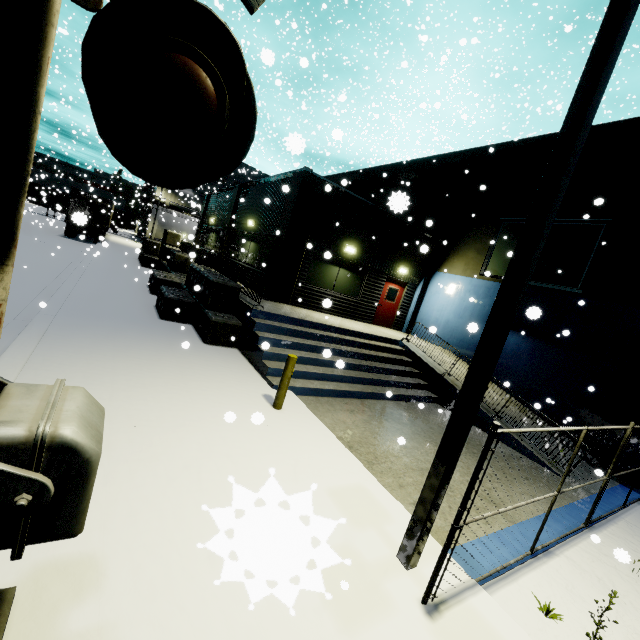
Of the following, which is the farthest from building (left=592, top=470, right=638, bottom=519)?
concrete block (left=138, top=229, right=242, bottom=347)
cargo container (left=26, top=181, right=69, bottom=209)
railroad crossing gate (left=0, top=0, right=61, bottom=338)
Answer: railroad crossing gate (left=0, top=0, right=61, bottom=338)

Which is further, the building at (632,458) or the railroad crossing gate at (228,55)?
the building at (632,458)

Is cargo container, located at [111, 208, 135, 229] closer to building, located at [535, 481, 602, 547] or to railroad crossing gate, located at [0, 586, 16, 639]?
building, located at [535, 481, 602, 547]

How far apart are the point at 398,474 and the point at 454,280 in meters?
11.9

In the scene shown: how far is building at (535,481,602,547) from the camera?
5.5m

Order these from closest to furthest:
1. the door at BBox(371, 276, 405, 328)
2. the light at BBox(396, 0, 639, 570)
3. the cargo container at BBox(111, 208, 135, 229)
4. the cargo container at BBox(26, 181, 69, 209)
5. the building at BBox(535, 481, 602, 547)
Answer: the light at BBox(396, 0, 639, 570) < the building at BBox(535, 481, 602, 547) < the door at BBox(371, 276, 405, 328) < the cargo container at BBox(26, 181, 69, 209) < the cargo container at BBox(111, 208, 135, 229)

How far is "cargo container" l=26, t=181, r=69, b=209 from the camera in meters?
26.7 m

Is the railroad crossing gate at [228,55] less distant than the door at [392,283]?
Yes
